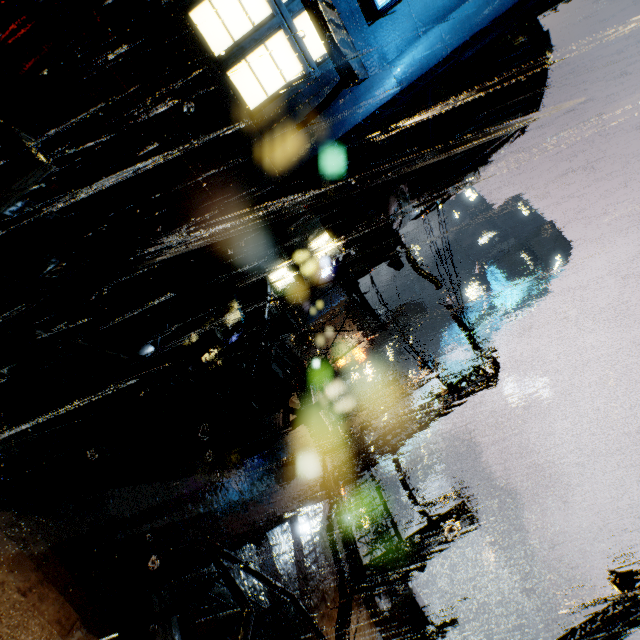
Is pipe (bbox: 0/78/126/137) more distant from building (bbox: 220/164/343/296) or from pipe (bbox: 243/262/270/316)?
pipe (bbox: 243/262/270/316)

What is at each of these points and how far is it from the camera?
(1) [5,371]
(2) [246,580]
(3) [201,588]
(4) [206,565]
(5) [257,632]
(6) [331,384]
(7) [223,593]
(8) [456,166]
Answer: (1) building, 5.67m
(2) building, 7.43m
(3) railing, 4.65m
(4) building, 6.73m
(5) building, 6.77m
(6) building, 55.31m
(7) building, 6.66m
(8) building vent, 12.82m

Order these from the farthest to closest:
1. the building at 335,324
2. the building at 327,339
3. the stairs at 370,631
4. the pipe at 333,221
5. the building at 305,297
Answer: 1. the building at 305,297
2. the building at 327,339
3. the building at 335,324
4. the pipe at 333,221
5. the stairs at 370,631

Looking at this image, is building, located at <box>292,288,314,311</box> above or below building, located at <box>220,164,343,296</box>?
below

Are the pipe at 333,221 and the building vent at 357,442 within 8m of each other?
no

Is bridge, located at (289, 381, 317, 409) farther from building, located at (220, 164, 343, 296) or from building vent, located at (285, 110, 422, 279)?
building vent, located at (285, 110, 422, 279)

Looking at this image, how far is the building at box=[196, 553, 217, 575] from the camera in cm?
661
